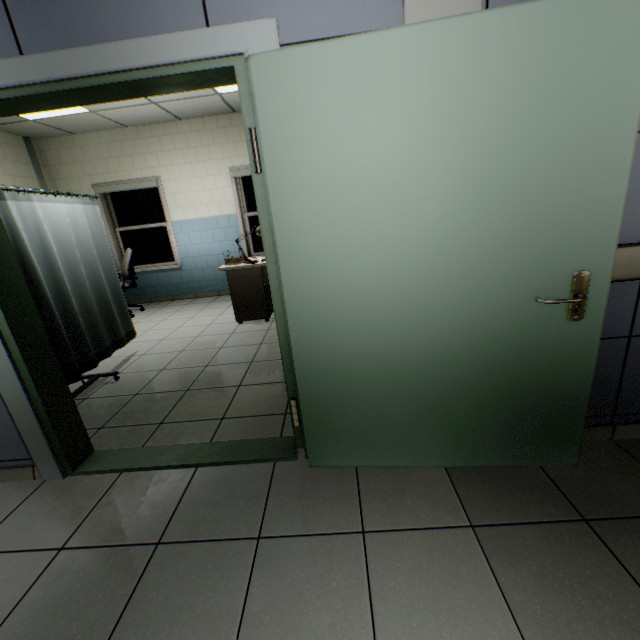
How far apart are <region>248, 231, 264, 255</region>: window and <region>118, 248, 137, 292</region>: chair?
2.1m

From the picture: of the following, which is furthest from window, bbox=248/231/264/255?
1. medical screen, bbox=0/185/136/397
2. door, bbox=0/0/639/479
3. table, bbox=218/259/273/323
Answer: door, bbox=0/0/639/479

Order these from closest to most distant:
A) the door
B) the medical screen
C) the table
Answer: the door
the medical screen
the table

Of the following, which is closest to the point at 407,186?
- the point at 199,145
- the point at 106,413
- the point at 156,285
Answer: the point at 106,413

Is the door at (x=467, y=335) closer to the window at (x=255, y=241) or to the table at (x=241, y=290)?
the table at (x=241, y=290)

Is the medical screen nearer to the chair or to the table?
the table

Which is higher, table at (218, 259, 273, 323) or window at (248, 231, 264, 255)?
window at (248, 231, 264, 255)

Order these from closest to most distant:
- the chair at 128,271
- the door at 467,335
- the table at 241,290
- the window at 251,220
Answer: the door at 467,335 < the table at 241,290 < the chair at 128,271 < the window at 251,220
